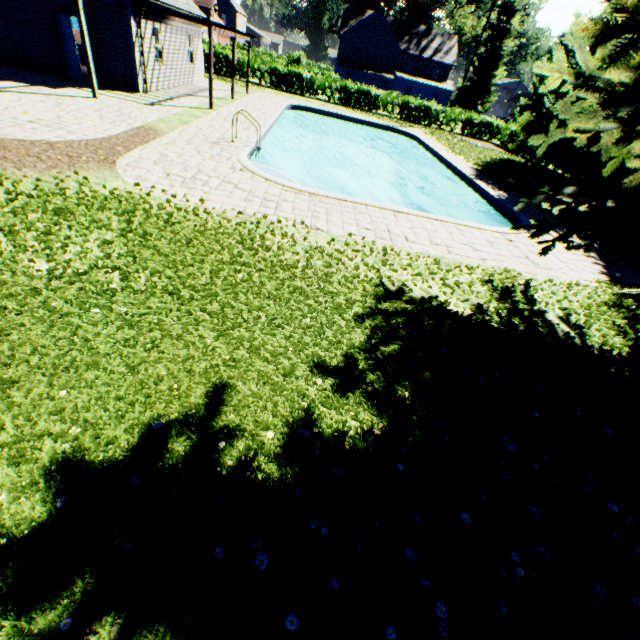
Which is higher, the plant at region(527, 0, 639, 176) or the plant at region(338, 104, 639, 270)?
the plant at region(527, 0, 639, 176)

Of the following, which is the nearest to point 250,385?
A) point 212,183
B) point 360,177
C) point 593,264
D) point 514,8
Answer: point 212,183

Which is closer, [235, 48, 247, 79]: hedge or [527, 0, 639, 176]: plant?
[527, 0, 639, 176]: plant

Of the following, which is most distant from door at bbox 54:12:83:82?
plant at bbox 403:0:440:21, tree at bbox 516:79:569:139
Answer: tree at bbox 516:79:569:139

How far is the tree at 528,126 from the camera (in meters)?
20.31

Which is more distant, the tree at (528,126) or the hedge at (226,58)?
the hedge at (226,58)

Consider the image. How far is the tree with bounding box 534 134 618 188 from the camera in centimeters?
1793cm

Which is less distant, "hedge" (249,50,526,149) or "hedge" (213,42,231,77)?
"hedge" (213,42,231,77)
